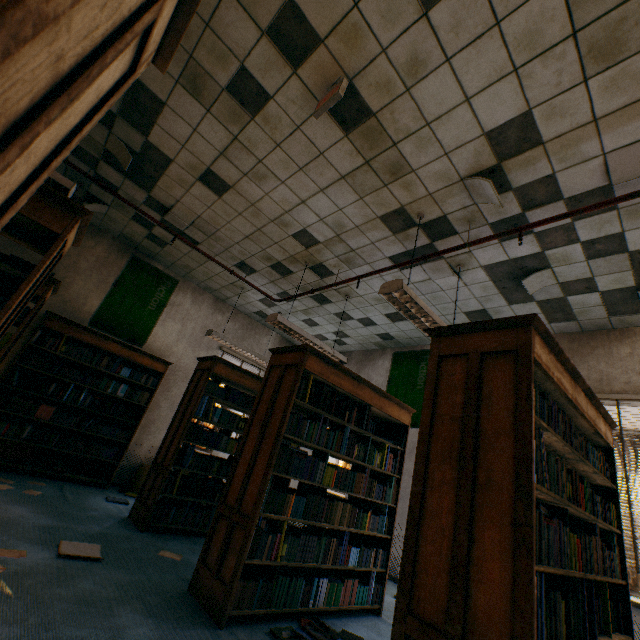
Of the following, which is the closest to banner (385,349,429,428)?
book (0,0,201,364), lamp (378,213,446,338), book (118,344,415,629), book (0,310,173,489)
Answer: book (118,344,415,629)

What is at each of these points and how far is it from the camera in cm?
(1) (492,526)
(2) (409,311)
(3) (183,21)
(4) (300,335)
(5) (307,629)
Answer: (1) book, 147
(2) lamp, 342
(3) book, 93
(4) lamp, 478
(5) book, 247

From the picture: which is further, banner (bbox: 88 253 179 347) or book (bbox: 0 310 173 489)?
banner (bbox: 88 253 179 347)

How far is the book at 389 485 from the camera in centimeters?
263cm

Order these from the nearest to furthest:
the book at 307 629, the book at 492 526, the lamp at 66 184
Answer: the book at 492 526
the book at 307 629
the lamp at 66 184

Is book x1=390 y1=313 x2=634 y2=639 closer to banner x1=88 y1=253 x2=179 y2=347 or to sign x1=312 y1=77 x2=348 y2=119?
sign x1=312 y1=77 x2=348 y2=119

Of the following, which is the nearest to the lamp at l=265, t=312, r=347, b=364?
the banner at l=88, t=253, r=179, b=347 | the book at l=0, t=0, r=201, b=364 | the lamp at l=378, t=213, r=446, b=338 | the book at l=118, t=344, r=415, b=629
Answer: the book at l=118, t=344, r=415, b=629

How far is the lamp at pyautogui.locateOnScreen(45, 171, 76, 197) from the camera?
2.9 meters
